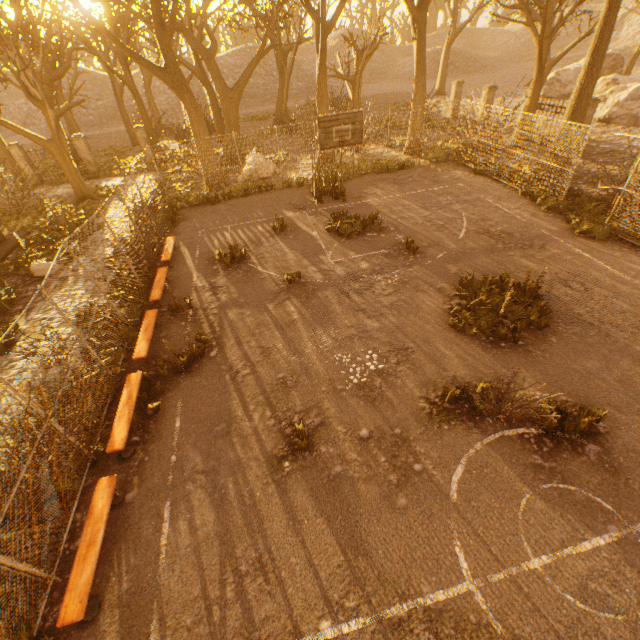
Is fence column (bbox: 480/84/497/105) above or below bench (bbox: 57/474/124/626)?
above

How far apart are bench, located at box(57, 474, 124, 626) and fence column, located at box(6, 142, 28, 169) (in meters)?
26.27

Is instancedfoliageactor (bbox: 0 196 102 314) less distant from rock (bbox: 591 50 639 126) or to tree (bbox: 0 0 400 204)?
tree (bbox: 0 0 400 204)

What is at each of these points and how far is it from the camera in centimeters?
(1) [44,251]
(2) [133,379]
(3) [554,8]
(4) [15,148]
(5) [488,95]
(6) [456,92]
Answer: (1) instancedfoliageactor, 1348cm
(2) bench, 750cm
(3) tree, 3130cm
(4) fence column, 2112cm
(5) fence column, 2197cm
(6) fence column, 2522cm

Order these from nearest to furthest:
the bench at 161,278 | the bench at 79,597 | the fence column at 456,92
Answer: the bench at 79,597 → the bench at 161,278 → the fence column at 456,92

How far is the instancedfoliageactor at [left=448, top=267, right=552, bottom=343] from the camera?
8.03m

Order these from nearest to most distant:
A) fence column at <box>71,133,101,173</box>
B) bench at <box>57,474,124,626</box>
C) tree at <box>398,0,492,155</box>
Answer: bench at <box>57,474,124,626</box> → tree at <box>398,0,492,155</box> → fence column at <box>71,133,101,173</box>

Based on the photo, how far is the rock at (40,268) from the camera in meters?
12.2 m
